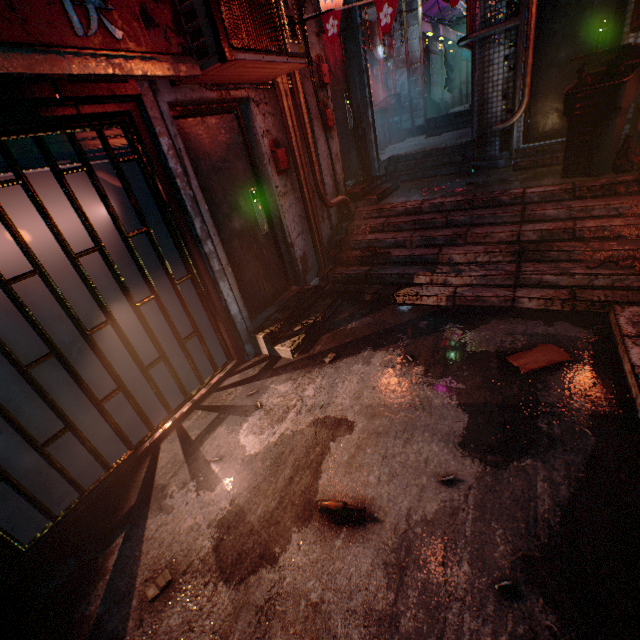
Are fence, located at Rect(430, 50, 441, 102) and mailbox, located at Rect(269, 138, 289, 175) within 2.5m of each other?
no

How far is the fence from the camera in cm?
1037

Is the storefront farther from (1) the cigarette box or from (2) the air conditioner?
(1) the cigarette box

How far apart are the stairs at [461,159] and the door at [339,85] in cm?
39

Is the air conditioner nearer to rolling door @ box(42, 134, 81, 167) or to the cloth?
rolling door @ box(42, 134, 81, 167)

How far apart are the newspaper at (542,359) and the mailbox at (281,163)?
2.99m

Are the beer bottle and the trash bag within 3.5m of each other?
no

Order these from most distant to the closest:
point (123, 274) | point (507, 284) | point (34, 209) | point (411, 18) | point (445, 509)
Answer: point (411, 18) < point (507, 284) < point (123, 274) < point (34, 209) < point (445, 509)
